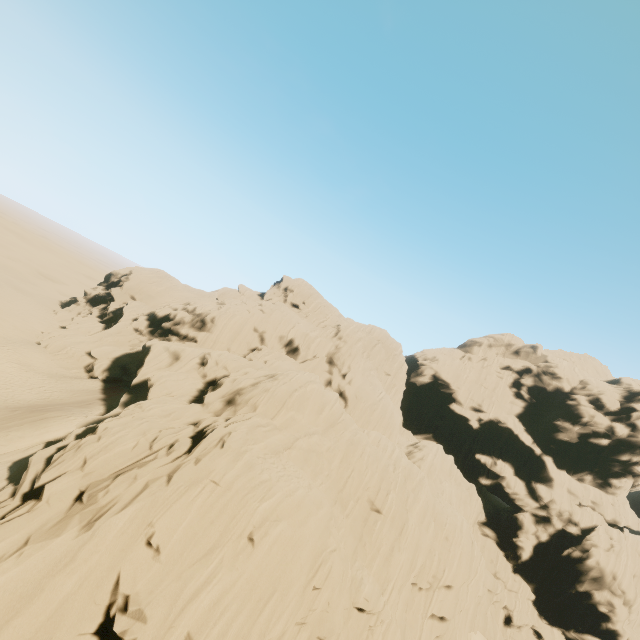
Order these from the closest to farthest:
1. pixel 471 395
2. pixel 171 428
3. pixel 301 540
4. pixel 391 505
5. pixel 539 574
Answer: pixel 301 540
pixel 171 428
pixel 391 505
pixel 539 574
pixel 471 395
